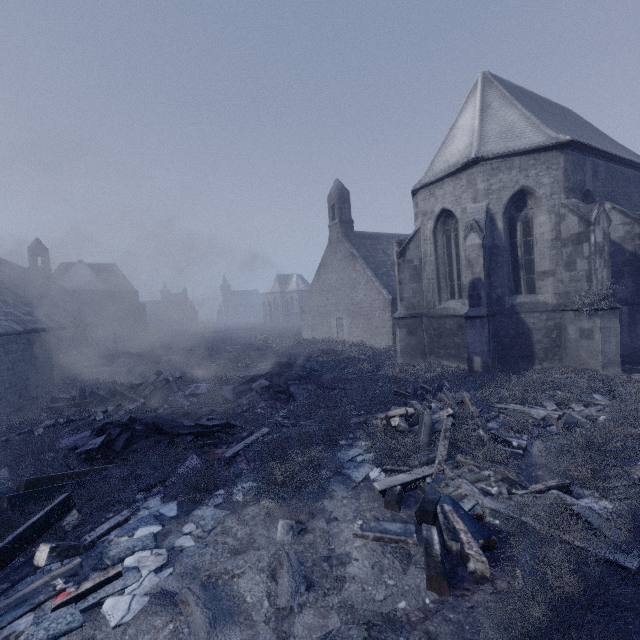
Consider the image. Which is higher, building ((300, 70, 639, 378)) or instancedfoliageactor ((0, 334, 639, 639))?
building ((300, 70, 639, 378))

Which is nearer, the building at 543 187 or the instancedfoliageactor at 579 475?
the instancedfoliageactor at 579 475

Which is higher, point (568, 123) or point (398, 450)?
point (568, 123)

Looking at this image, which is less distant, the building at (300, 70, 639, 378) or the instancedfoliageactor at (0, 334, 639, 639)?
the instancedfoliageactor at (0, 334, 639, 639)

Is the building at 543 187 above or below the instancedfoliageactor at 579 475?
above
